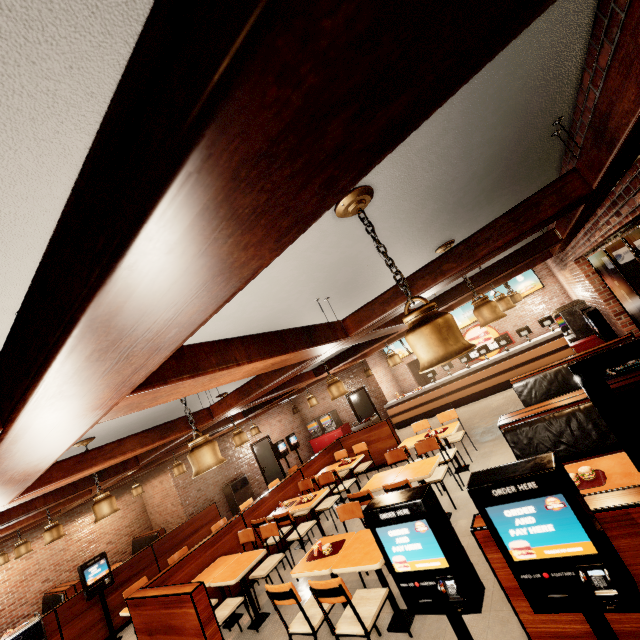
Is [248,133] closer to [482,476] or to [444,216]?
[482,476]

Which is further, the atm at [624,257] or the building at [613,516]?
the atm at [624,257]

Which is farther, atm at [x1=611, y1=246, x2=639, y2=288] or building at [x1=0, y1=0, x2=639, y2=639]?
atm at [x1=611, y1=246, x2=639, y2=288]
